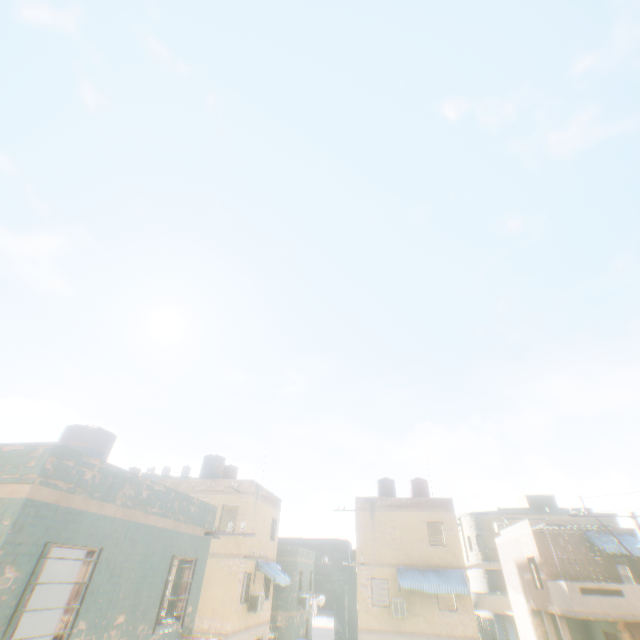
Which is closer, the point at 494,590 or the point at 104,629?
the point at 104,629
